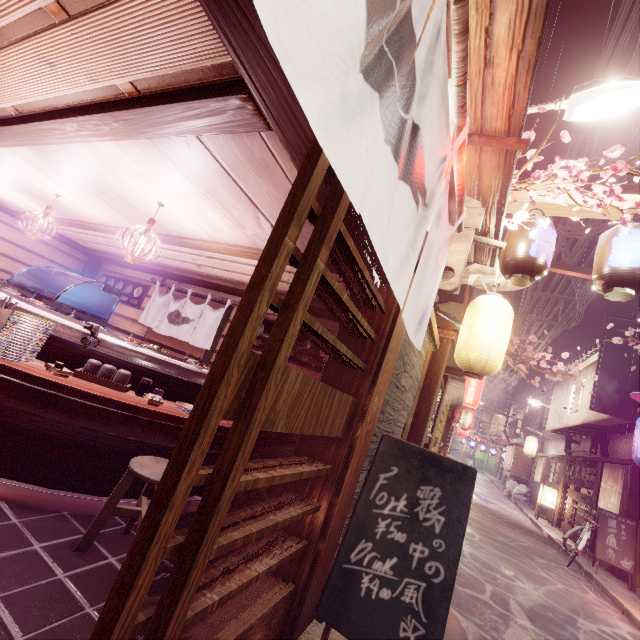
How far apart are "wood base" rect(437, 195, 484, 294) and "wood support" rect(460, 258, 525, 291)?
2.91m

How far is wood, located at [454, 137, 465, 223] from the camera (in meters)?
3.84

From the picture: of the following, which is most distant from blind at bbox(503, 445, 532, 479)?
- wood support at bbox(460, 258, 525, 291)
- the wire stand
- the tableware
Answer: the tableware

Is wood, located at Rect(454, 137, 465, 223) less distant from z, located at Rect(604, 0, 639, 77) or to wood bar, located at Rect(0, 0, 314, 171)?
wood bar, located at Rect(0, 0, 314, 171)

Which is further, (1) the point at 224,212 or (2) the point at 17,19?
(1) the point at 224,212

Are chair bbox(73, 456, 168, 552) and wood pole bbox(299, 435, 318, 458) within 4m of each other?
yes

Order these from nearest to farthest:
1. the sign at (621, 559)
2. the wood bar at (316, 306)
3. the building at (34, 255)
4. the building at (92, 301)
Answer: the wood bar at (316, 306) < the building at (34, 255) < the sign at (621, 559) < the building at (92, 301)

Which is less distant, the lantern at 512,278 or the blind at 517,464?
the lantern at 512,278
